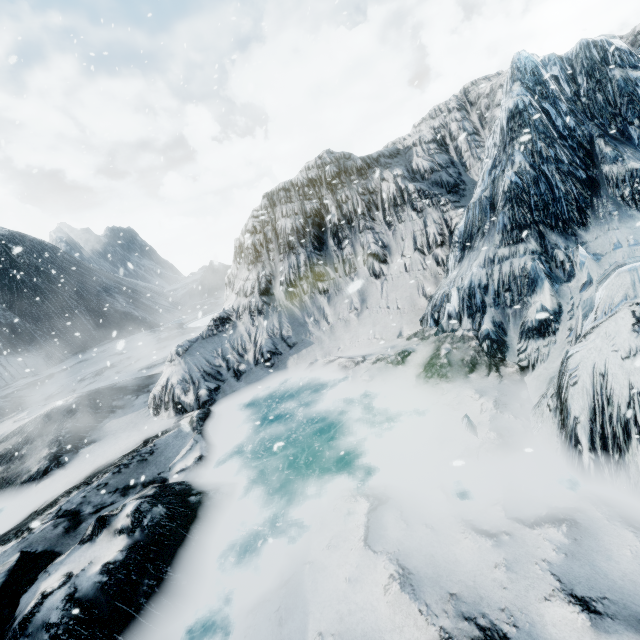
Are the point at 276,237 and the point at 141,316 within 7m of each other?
no
